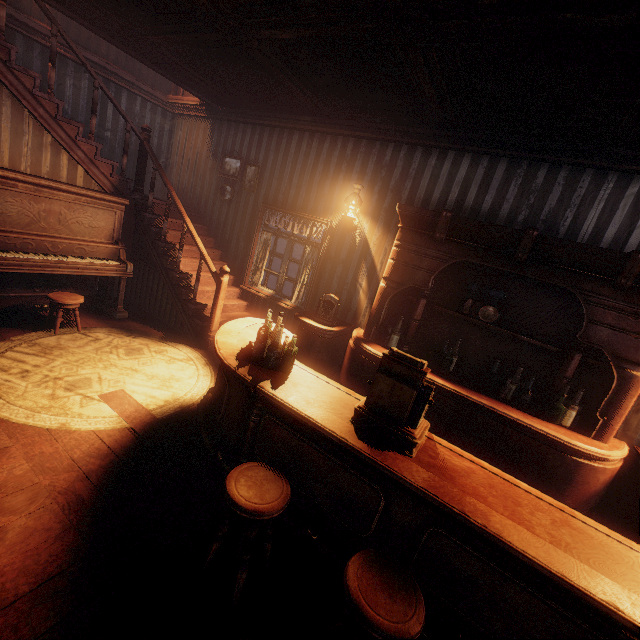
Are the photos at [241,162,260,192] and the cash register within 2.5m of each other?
no

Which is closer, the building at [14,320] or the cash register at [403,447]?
the cash register at [403,447]

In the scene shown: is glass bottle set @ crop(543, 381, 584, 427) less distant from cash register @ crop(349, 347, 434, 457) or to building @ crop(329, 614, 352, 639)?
building @ crop(329, 614, 352, 639)

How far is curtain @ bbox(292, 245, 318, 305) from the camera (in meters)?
5.49

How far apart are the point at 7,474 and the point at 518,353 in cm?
511

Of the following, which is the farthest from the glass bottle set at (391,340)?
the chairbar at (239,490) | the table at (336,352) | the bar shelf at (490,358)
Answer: the chairbar at (239,490)

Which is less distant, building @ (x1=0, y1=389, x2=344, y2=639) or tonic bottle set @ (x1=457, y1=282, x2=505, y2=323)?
building @ (x1=0, y1=389, x2=344, y2=639)

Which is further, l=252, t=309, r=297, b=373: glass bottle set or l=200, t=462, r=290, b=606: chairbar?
l=252, t=309, r=297, b=373: glass bottle set
